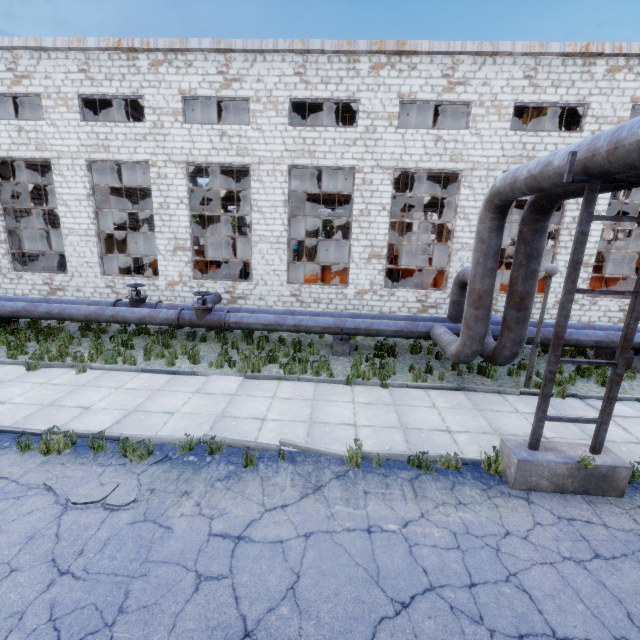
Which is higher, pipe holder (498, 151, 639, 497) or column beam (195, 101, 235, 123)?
column beam (195, 101, 235, 123)

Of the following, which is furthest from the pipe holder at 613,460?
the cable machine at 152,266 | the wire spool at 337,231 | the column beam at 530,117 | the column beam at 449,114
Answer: the cable machine at 152,266

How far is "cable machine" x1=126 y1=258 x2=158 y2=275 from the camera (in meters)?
18.50

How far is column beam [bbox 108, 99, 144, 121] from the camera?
17.02m

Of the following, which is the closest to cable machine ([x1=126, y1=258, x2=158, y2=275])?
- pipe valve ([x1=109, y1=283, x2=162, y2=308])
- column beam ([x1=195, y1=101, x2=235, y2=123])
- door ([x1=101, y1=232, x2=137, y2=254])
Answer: pipe valve ([x1=109, y1=283, x2=162, y2=308])

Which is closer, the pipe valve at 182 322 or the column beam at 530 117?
the pipe valve at 182 322

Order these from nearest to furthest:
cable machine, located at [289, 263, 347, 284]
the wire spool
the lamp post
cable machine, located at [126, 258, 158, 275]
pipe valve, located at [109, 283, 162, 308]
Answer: the lamp post
pipe valve, located at [109, 283, 162, 308]
cable machine, located at [289, 263, 347, 284]
cable machine, located at [126, 258, 158, 275]
the wire spool

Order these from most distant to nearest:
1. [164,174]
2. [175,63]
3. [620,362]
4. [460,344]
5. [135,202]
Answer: [135,202]
[164,174]
[175,63]
[460,344]
[620,362]
